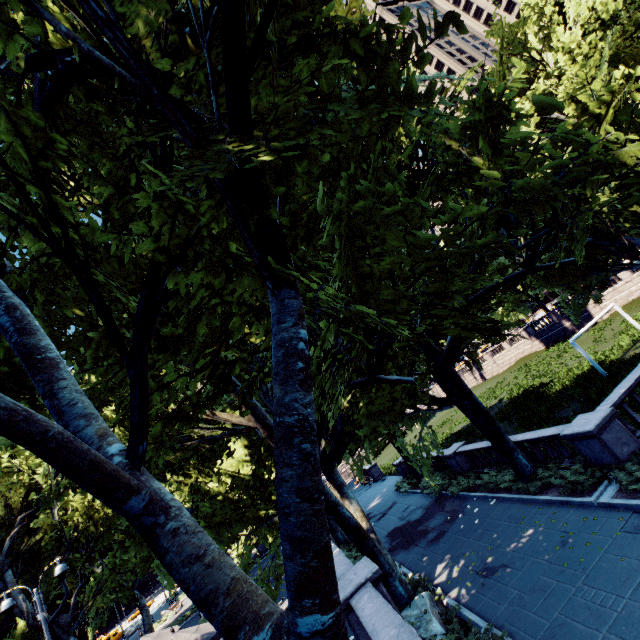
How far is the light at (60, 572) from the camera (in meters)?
12.80

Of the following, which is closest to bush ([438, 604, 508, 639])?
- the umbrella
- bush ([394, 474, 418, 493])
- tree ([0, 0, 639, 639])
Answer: tree ([0, 0, 639, 639])

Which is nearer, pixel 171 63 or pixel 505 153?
pixel 171 63

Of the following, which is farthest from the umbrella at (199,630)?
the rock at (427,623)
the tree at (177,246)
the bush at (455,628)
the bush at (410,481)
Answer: the bush at (410,481)

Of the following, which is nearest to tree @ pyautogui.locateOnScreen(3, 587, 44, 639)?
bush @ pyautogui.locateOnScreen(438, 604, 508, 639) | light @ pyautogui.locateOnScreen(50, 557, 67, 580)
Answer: bush @ pyautogui.locateOnScreen(438, 604, 508, 639)

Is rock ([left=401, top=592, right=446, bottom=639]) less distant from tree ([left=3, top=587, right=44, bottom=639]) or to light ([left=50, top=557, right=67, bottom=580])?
tree ([left=3, top=587, right=44, bottom=639])

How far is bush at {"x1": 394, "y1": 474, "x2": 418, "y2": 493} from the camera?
25.3 meters

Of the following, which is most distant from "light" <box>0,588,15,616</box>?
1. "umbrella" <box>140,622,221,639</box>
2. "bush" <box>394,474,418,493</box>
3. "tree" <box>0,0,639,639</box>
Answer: "bush" <box>394,474,418,493</box>
